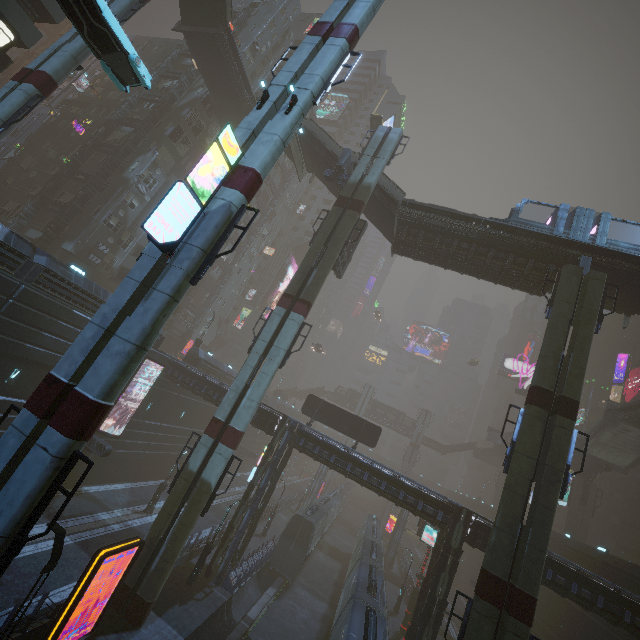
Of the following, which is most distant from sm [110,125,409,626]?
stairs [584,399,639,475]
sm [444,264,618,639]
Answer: stairs [584,399,639,475]

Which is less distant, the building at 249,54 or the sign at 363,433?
the sign at 363,433

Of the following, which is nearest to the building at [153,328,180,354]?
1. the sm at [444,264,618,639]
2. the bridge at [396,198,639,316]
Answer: the bridge at [396,198,639,316]

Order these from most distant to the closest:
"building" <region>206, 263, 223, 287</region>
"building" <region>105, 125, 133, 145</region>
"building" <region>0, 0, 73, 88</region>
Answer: "building" <region>206, 263, 223, 287</region>, "building" <region>105, 125, 133, 145</region>, "building" <region>0, 0, 73, 88</region>

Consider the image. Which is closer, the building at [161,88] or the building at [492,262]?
the building at [492,262]

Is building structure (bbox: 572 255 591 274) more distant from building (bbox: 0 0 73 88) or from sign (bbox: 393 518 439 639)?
sign (bbox: 393 518 439 639)

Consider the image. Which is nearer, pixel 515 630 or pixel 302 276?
pixel 515 630

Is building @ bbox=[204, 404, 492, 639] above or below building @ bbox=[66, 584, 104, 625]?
above
